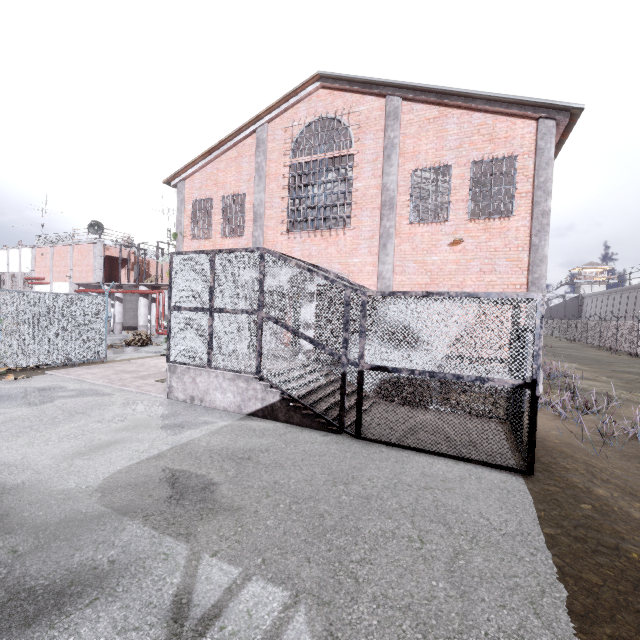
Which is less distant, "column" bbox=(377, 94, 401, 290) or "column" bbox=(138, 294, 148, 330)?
"column" bbox=(377, 94, 401, 290)

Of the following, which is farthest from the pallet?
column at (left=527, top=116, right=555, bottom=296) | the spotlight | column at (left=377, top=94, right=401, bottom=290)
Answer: column at (left=527, top=116, right=555, bottom=296)

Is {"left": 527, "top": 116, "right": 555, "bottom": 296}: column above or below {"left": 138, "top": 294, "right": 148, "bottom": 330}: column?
above

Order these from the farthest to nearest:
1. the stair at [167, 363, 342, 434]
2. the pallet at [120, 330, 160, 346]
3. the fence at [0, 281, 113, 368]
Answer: the pallet at [120, 330, 160, 346] → the fence at [0, 281, 113, 368] → the stair at [167, 363, 342, 434]

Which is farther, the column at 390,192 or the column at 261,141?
the column at 261,141

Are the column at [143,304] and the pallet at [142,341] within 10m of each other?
yes

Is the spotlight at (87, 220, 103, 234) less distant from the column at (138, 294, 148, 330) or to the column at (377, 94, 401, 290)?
the column at (138, 294, 148, 330)

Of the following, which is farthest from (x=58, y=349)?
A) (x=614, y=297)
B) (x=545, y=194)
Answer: (x=614, y=297)
